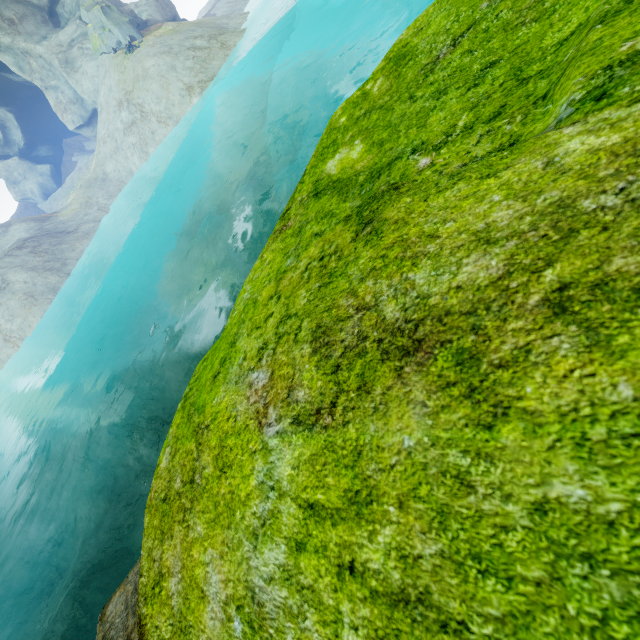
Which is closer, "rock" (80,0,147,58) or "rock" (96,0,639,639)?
"rock" (96,0,639,639)

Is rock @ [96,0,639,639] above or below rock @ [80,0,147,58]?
below

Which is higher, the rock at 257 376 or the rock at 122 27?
the rock at 122 27

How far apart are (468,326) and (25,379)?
33.85m

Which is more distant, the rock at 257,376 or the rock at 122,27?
the rock at 122,27
